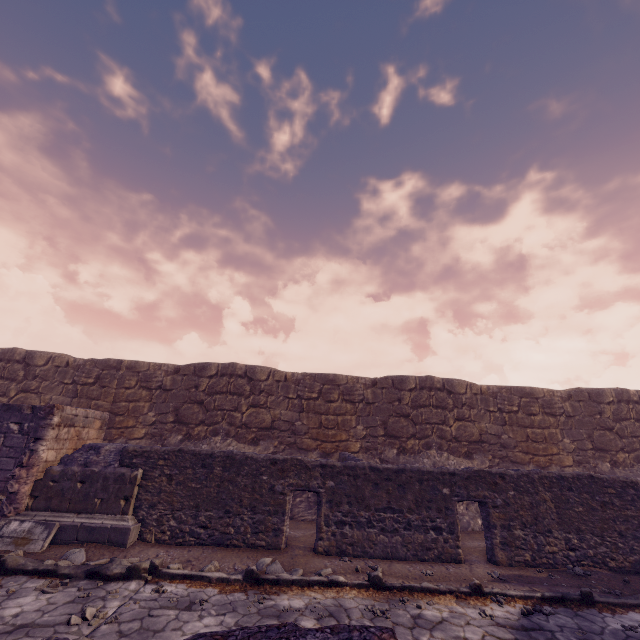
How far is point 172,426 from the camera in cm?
1205

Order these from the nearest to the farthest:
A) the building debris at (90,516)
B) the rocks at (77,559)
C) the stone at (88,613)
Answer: the stone at (88,613)
the rocks at (77,559)
the building debris at (90,516)

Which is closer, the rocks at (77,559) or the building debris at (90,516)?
the rocks at (77,559)

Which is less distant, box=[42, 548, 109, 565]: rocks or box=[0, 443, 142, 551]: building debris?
box=[42, 548, 109, 565]: rocks

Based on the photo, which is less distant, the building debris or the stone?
the stone

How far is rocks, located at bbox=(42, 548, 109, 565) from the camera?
5.7 meters

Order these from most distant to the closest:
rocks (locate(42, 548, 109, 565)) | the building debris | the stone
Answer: the building debris
rocks (locate(42, 548, 109, 565))
the stone

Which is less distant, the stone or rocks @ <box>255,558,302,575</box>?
the stone
